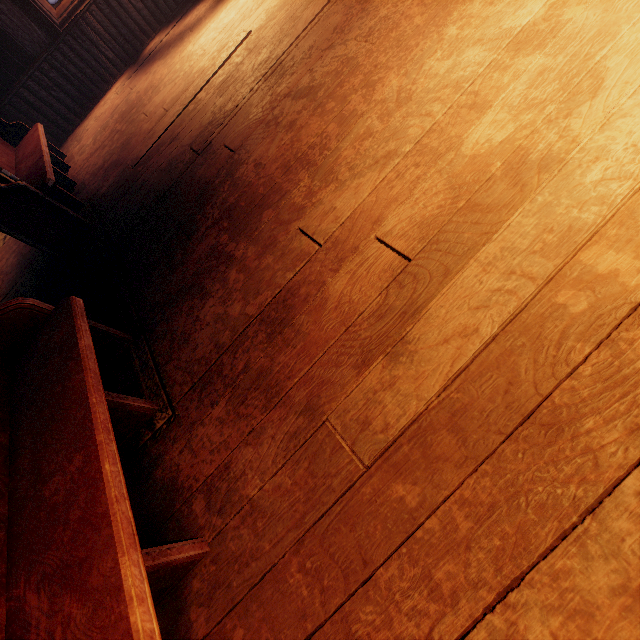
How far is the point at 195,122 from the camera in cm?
328

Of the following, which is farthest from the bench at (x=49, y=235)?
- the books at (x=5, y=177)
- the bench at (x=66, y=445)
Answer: the bench at (x=66, y=445)

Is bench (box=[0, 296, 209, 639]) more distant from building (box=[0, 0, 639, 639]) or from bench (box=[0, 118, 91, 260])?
bench (box=[0, 118, 91, 260])

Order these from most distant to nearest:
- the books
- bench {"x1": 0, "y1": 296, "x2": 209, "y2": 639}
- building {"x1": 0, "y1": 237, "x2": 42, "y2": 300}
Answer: building {"x1": 0, "y1": 237, "x2": 42, "y2": 300} → the books → bench {"x1": 0, "y1": 296, "x2": 209, "y2": 639}

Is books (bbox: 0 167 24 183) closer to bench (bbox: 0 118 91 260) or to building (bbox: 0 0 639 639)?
bench (bbox: 0 118 91 260)

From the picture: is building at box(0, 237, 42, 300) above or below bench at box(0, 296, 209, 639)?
below

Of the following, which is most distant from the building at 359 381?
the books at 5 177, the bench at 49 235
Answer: the books at 5 177

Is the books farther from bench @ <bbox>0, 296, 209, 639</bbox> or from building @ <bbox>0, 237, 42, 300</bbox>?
bench @ <bbox>0, 296, 209, 639</bbox>
